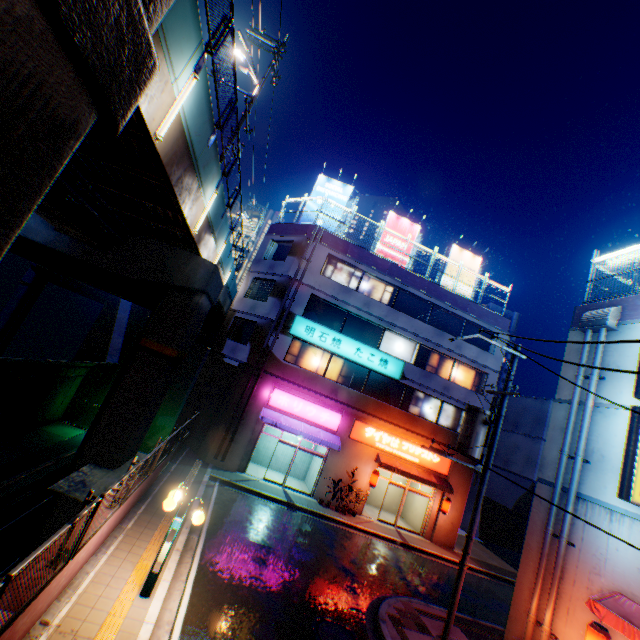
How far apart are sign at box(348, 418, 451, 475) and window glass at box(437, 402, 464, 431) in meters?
1.6 m

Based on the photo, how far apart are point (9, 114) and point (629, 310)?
16.06m

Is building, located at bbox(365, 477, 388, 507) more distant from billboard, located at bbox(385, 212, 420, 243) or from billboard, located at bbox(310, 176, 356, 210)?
billboard, located at bbox(385, 212, 420, 243)

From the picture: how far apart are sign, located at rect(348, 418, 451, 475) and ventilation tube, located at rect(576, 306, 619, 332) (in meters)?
11.71

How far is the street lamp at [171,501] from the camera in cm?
729

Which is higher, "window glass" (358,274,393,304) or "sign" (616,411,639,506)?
"window glass" (358,274,393,304)

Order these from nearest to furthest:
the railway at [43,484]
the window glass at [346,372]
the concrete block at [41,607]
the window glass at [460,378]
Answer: the concrete block at [41,607], the railway at [43,484], the window glass at [346,372], the window glass at [460,378]

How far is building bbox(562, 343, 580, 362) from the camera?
12.2 meters
